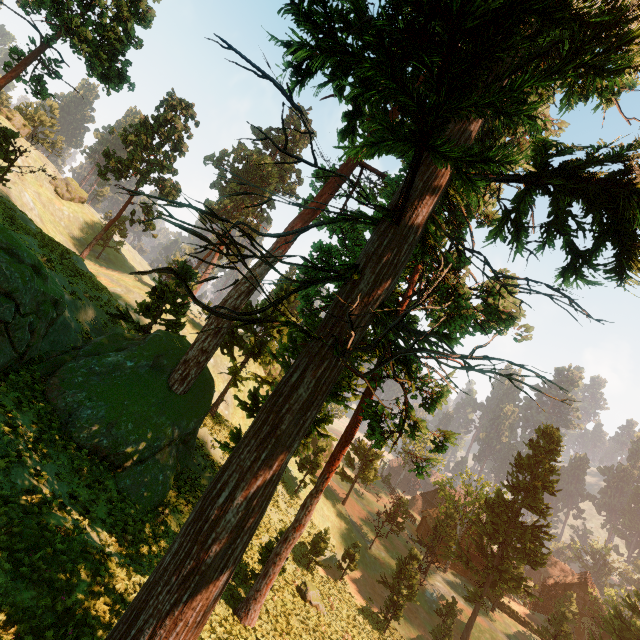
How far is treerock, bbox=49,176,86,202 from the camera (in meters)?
54.53

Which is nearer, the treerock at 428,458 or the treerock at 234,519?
the treerock at 234,519

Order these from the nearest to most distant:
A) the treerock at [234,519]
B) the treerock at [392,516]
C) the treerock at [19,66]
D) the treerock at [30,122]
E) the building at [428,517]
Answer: the treerock at [234,519] → the treerock at [30,122] → the treerock at [19,66] → the treerock at [392,516] → the building at [428,517]

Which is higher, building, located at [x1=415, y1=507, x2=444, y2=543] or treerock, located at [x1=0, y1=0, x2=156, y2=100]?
treerock, located at [x1=0, y1=0, x2=156, y2=100]

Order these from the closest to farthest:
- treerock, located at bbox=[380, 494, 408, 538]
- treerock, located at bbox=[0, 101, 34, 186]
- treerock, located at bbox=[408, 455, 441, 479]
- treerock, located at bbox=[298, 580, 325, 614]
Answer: treerock, located at bbox=[408, 455, 441, 479] → treerock, located at bbox=[298, 580, 325, 614] → treerock, located at bbox=[0, 101, 34, 186] → treerock, located at bbox=[380, 494, 408, 538]

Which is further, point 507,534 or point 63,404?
point 507,534
